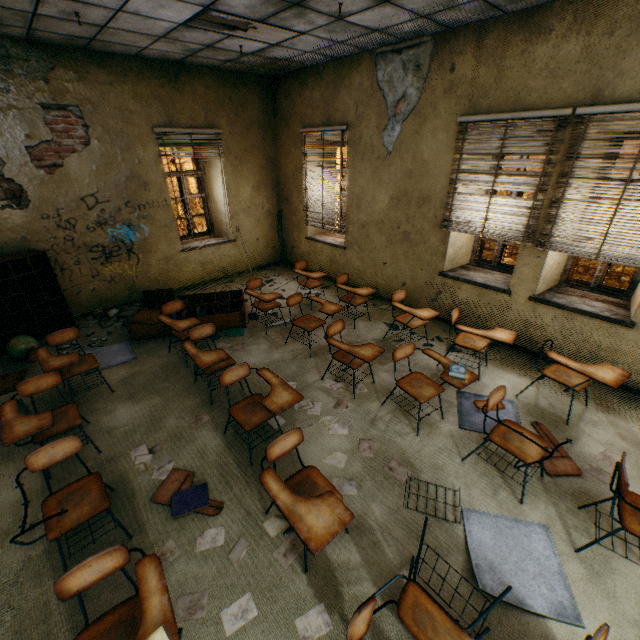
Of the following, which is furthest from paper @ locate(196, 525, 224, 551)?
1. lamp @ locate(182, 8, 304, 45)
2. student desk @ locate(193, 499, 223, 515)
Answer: lamp @ locate(182, 8, 304, 45)

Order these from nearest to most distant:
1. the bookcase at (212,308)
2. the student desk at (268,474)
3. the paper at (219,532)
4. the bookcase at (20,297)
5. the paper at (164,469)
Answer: the student desk at (268,474), the paper at (219,532), the paper at (164,469), the bookcase at (20,297), the bookcase at (212,308)

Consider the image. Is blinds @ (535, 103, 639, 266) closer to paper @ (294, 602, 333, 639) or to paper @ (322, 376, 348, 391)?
paper @ (322, 376, 348, 391)

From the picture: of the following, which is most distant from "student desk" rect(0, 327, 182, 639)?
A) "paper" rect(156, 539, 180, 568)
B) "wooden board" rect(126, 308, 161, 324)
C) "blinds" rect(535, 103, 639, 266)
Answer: "blinds" rect(535, 103, 639, 266)

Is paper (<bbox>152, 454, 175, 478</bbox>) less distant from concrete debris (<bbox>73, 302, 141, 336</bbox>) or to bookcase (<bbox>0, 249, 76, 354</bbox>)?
concrete debris (<bbox>73, 302, 141, 336</bbox>)

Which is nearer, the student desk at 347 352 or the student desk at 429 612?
the student desk at 429 612

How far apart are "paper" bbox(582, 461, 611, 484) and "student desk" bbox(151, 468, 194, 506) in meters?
3.6 m

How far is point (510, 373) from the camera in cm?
429
